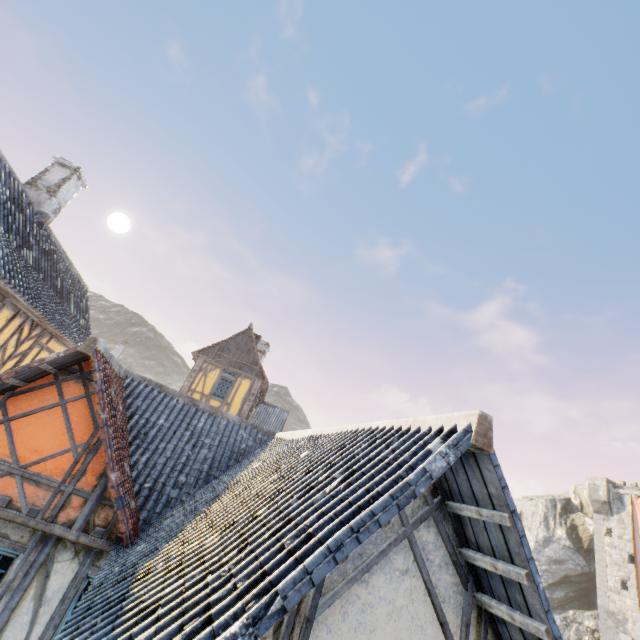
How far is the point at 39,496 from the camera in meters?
5.5

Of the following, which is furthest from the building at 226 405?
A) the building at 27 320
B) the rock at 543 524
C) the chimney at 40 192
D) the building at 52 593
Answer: the chimney at 40 192

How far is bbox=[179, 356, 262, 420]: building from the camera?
18.6 meters

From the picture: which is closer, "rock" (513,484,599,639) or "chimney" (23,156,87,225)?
"chimney" (23,156,87,225)

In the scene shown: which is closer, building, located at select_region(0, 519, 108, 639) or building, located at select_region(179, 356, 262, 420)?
building, located at select_region(0, 519, 108, 639)

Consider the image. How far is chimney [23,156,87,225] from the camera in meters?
10.8 m

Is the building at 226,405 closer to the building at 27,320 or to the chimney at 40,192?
the building at 27,320

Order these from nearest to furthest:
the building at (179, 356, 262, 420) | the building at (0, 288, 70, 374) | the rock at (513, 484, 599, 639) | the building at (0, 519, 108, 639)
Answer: the building at (0, 519, 108, 639), the building at (0, 288, 70, 374), the building at (179, 356, 262, 420), the rock at (513, 484, 599, 639)
